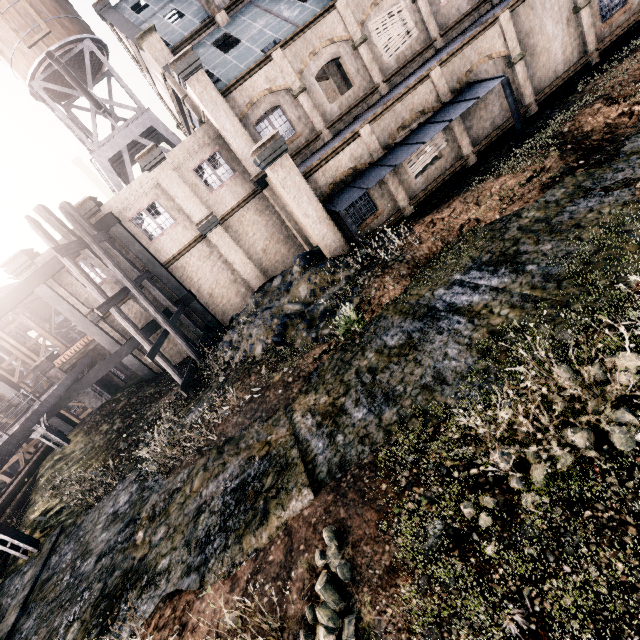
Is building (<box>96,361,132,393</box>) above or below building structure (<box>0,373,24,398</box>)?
below

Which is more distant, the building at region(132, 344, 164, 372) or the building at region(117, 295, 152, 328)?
the building at region(132, 344, 164, 372)

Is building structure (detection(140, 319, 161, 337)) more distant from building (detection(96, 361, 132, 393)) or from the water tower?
the water tower

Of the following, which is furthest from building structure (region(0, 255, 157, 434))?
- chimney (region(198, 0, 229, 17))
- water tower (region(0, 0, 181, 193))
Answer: chimney (region(198, 0, 229, 17))

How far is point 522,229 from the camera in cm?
1015

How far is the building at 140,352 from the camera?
21.17m

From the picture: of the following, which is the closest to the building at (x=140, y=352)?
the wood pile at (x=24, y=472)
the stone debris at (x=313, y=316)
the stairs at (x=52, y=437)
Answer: the stone debris at (x=313, y=316)

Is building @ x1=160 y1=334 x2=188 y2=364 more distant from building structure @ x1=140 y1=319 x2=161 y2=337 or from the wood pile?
the wood pile
